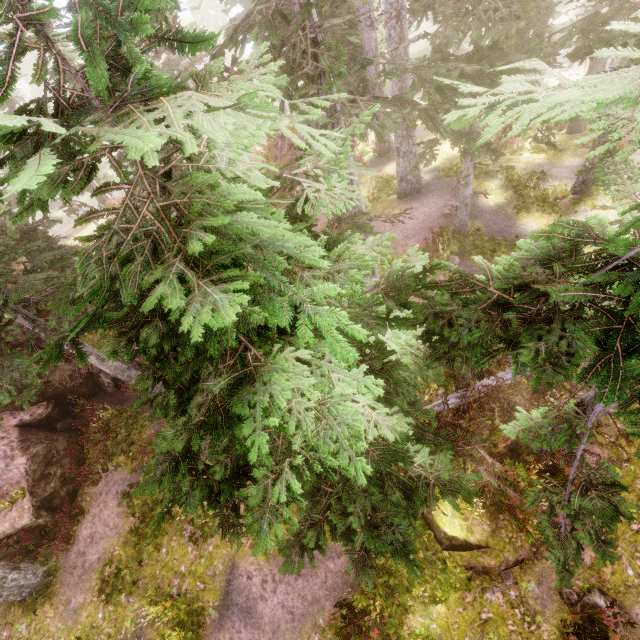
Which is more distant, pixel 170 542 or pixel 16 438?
pixel 16 438

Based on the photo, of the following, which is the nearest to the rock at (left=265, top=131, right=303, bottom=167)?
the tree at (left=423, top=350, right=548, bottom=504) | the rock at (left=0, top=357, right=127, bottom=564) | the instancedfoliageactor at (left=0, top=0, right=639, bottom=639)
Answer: the instancedfoliageactor at (left=0, top=0, right=639, bottom=639)

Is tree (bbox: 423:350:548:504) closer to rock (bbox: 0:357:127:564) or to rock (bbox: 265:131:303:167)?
rock (bbox: 0:357:127:564)

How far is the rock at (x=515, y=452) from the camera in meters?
9.4

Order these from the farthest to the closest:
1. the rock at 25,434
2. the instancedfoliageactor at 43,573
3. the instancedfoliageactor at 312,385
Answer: the rock at 25,434 < the instancedfoliageactor at 43,573 < the instancedfoliageactor at 312,385

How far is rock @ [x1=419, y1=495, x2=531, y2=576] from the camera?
8.6m

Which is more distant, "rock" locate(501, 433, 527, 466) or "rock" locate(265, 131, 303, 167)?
"rock" locate(265, 131, 303, 167)

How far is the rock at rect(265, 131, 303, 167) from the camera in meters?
21.4
